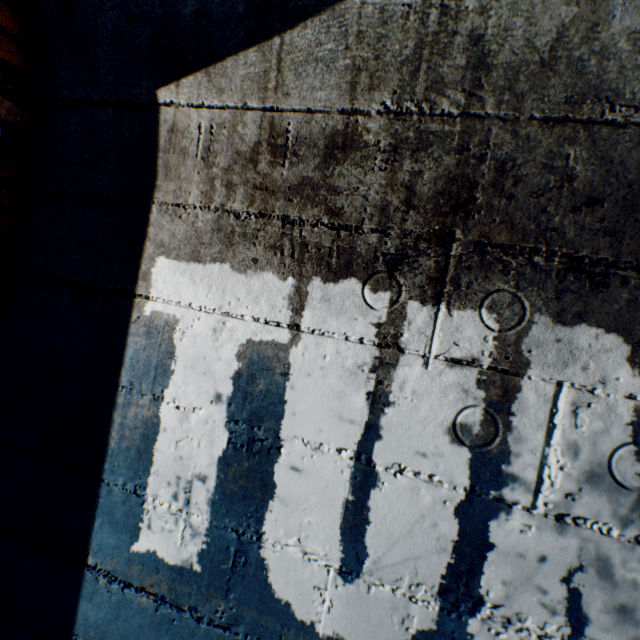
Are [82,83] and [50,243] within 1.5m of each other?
yes
